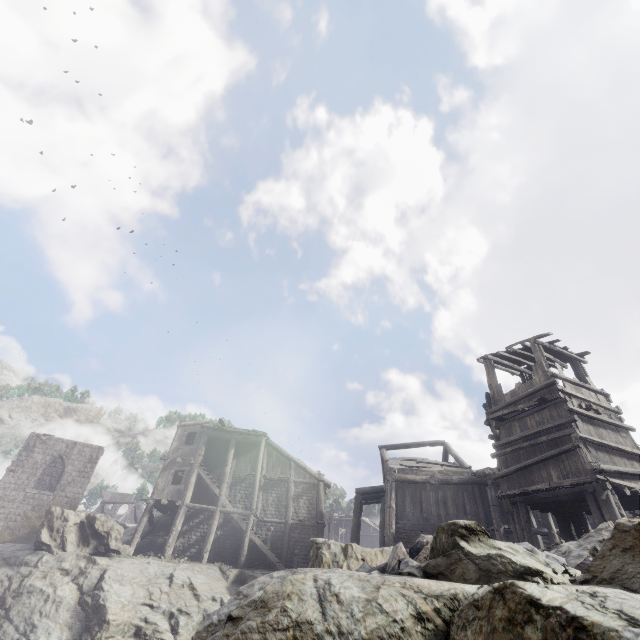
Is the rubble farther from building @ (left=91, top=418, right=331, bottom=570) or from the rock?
building @ (left=91, top=418, right=331, bottom=570)

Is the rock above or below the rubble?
below

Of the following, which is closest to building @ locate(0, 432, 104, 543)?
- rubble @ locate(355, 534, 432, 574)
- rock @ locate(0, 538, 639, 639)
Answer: rock @ locate(0, 538, 639, 639)

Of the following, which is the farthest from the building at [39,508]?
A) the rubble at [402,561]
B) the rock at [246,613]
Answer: the rubble at [402,561]

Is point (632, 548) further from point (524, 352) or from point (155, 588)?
point (155, 588)

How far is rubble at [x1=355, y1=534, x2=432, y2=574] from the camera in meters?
5.2

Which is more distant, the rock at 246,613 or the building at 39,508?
the building at 39,508
